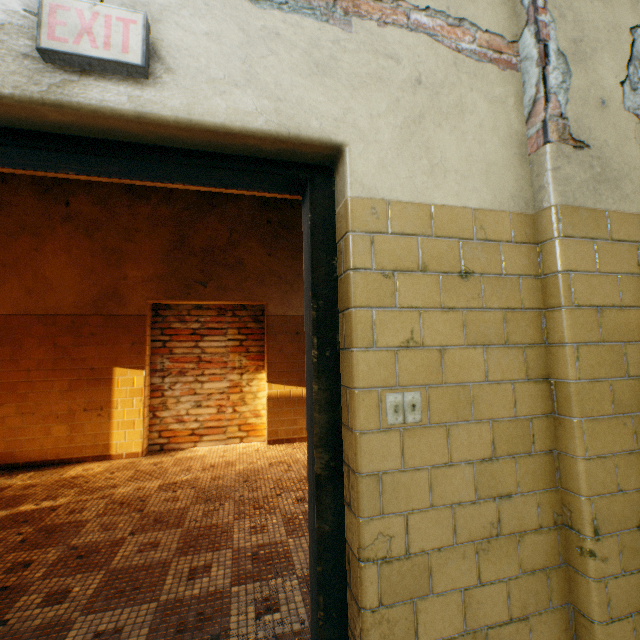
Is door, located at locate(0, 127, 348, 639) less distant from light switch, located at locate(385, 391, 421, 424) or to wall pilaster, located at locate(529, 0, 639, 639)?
light switch, located at locate(385, 391, 421, 424)

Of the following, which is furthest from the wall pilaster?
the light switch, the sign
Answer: the sign

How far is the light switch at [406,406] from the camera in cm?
117

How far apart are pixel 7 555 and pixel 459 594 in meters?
3.1 m

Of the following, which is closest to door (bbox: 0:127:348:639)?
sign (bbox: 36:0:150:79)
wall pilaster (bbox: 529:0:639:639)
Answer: sign (bbox: 36:0:150:79)

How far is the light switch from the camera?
1.17m

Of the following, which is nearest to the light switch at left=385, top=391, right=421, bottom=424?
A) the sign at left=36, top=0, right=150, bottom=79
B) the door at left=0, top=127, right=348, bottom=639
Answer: the door at left=0, top=127, right=348, bottom=639

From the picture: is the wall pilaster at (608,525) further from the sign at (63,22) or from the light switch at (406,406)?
the sign at (63,22)
